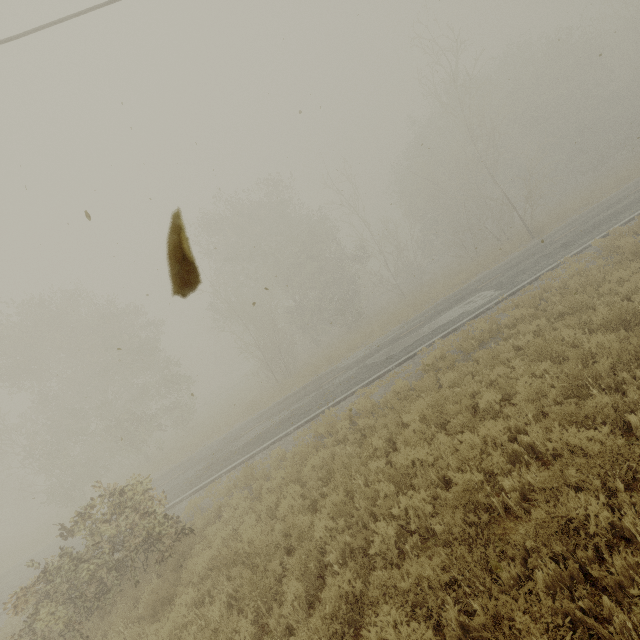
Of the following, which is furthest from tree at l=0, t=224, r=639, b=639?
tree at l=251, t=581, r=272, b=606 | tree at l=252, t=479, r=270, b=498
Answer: tree at l=251, t=581, r=272, b=606

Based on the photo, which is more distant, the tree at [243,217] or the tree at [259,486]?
Result: the tree at [243,217]

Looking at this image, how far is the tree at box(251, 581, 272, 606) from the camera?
5.3 meters

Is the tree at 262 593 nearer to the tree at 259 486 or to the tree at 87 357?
the tree at 259 486

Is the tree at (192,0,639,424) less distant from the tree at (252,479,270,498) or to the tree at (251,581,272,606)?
the tree at (252,479,270,498)

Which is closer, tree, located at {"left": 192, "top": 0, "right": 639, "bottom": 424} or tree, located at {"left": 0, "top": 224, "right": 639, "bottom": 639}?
tree, located at {"left": 0, "top": 224, "right": 639, "bottom": 639}

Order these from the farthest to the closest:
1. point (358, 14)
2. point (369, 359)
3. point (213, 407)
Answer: point (213, 407) < point (369, 359) < point (358, 14)
